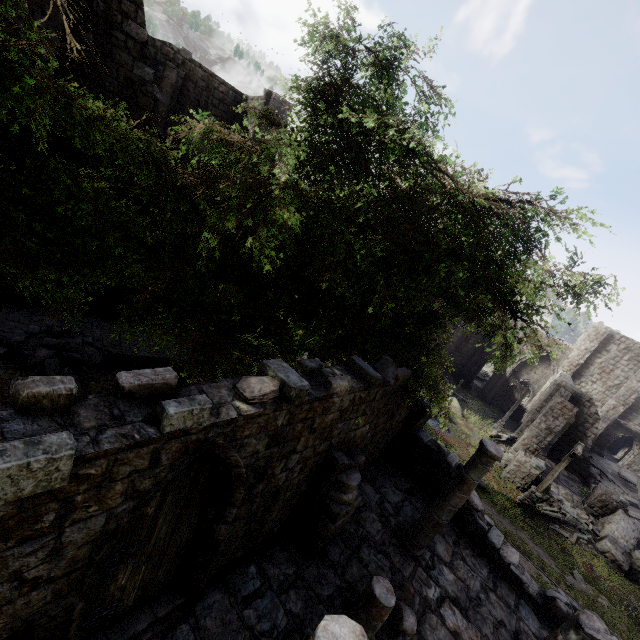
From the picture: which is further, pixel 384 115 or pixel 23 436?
pixel 384 115

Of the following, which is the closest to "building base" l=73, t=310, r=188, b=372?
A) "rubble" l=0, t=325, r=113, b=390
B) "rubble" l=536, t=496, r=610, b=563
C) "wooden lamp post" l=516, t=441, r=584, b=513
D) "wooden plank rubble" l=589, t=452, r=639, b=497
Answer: "rubble" l=0, t=325, r=113, b=390

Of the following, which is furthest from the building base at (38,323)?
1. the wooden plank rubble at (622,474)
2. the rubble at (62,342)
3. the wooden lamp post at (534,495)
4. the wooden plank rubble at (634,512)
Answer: the wooden plank rubble at (622,474)

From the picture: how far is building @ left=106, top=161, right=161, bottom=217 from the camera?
13.0m

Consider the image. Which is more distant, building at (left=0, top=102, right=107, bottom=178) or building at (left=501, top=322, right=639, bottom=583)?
building at (left=501, top=322, right=639, bottom=583)

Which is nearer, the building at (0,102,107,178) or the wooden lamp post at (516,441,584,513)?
the building at (0,102,107,178)

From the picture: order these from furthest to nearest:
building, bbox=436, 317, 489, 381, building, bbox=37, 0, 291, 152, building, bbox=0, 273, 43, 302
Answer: building, bbox=436, 317, 489, 381 < building, bbox=0, 273, 43, 302 < building, bbox=37, 0, 291, 152

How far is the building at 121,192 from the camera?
12.96m
